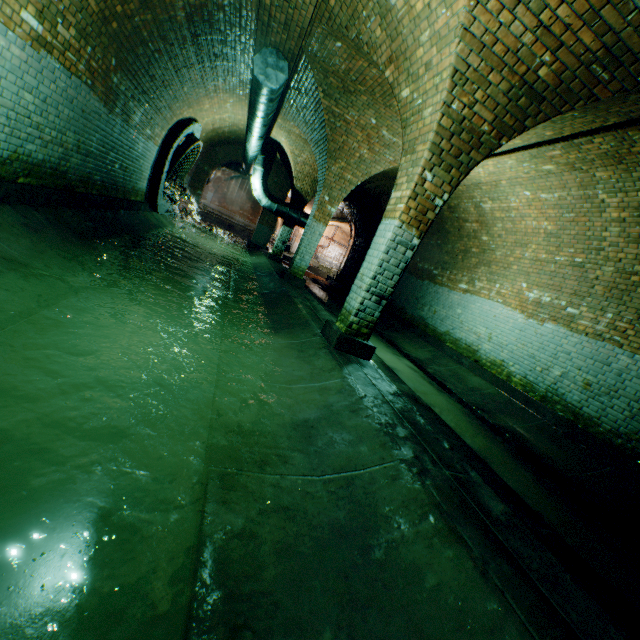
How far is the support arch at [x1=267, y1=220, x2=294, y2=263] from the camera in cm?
1348

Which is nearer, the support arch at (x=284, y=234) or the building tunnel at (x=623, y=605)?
the building tunnel at (x=623, y=605)

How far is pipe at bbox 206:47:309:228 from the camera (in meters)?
5.80

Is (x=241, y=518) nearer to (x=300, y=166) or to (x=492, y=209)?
A: (x=492, y=209)

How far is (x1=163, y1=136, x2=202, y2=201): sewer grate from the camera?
10.2m

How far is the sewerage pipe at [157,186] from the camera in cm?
968

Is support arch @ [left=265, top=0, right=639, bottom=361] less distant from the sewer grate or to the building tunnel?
the building tunnel

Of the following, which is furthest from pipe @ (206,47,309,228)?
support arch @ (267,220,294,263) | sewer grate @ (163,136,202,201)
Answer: sewer grate @ (163,136,202,201)
